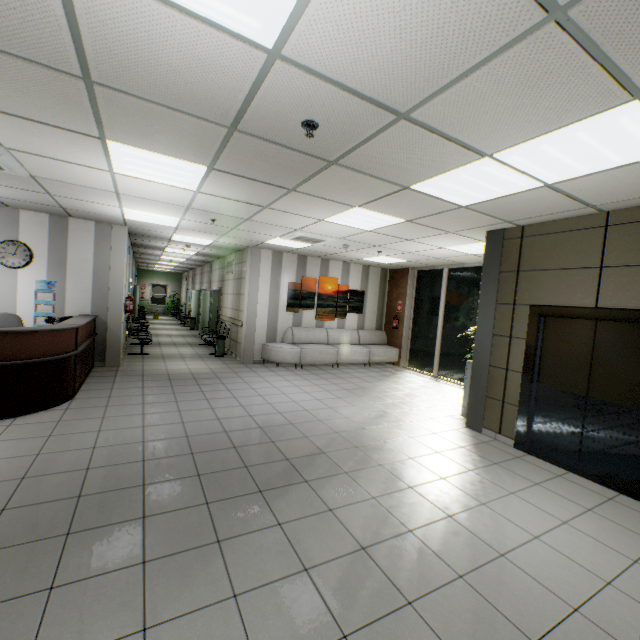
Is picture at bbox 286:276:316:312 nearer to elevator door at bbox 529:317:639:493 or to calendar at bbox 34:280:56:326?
calendar at bbox 34:280:56:326

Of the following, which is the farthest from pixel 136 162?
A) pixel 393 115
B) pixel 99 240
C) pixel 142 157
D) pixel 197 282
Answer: pixel 197 282

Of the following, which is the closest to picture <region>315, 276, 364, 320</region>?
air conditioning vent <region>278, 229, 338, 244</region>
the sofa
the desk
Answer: the sofa

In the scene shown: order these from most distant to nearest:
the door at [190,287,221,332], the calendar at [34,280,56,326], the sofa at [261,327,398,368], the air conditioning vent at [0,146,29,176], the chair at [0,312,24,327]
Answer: the door at [190,287,221,332] → the sofa at [261,327,398,368] → the calendar at [34,280,56,326] → the chair at [0,312,24,327] → the air conditioning vent at [0,146,29,176]

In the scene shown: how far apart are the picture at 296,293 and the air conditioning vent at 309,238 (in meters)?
2.10

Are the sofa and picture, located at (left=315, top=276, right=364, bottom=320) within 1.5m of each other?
yes

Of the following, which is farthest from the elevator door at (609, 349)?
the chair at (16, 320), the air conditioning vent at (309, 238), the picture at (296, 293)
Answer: the chair at (16, 320)

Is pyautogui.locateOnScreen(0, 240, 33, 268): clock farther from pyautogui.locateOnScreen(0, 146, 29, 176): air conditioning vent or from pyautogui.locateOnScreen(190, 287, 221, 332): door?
pyautogui.locateOnScreen(190, 287, 221, 332): door
